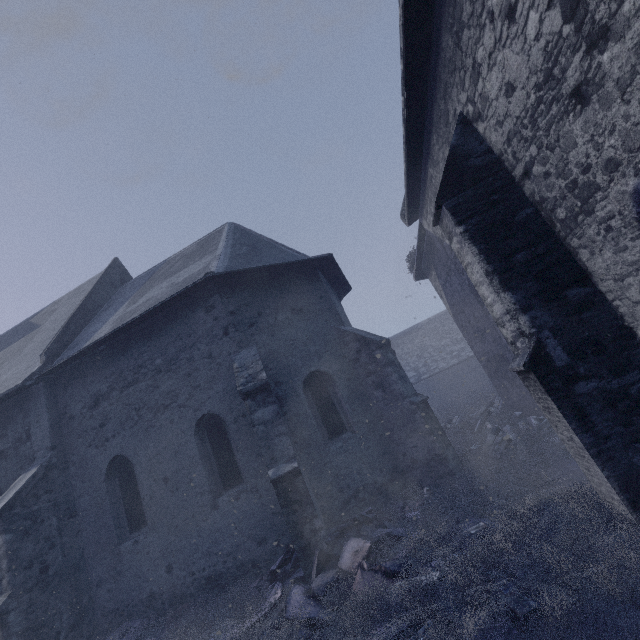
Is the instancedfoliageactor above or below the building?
below

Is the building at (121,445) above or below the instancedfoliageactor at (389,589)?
above

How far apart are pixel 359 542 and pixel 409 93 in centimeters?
767cm
